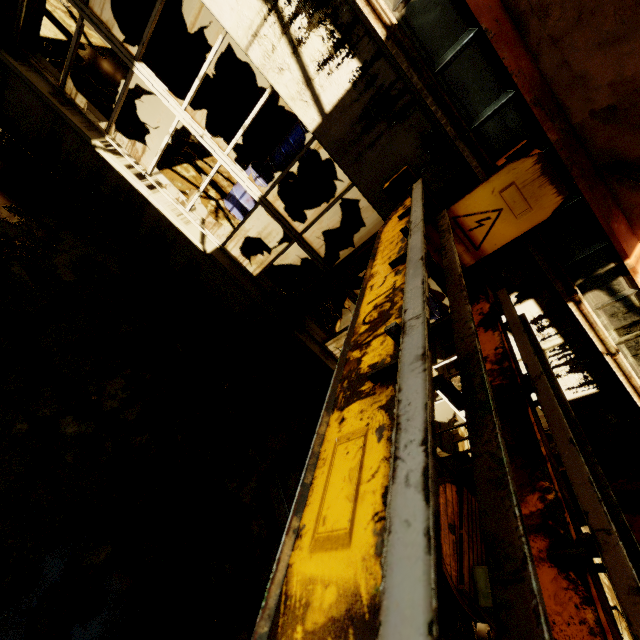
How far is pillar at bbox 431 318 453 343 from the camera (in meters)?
9.86

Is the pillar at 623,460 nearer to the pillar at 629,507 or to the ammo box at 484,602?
the ammo box at 484,602

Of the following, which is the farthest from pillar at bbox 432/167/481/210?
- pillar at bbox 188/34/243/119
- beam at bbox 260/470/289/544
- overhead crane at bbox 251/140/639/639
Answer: pillar at bbox 188/34/243/119

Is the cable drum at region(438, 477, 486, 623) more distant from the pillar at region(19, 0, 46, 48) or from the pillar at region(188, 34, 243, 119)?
the pillar at region(188, 34, 243, 119)

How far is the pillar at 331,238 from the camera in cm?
855

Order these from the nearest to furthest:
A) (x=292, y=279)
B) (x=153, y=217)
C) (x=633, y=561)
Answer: (x=633, y=561), (x=153, y=217), (x=292, y=279)

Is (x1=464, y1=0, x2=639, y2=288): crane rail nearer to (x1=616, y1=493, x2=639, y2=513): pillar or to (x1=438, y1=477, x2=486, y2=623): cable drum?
(x1=438, y1=477, x2=486, y2=623): cable drum

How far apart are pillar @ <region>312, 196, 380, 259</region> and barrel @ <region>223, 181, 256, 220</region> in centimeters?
214cm
